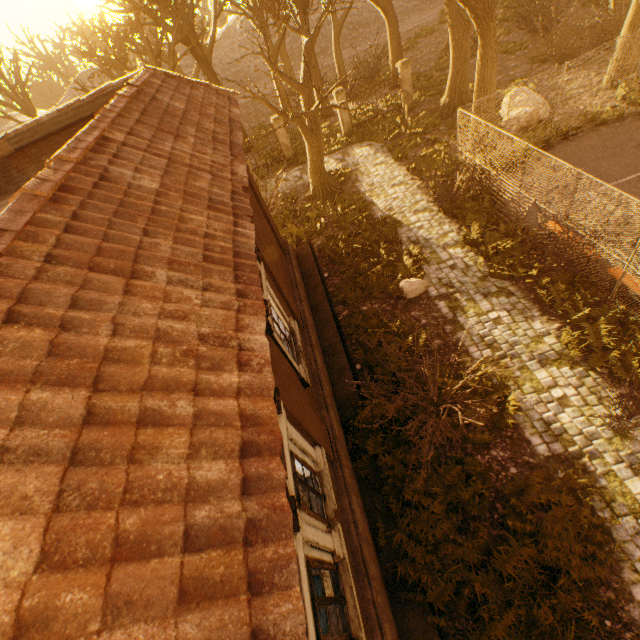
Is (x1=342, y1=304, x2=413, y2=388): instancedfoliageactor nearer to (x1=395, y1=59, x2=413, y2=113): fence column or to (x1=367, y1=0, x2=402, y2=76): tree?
(x1=367, y1=0, x2=402, y2=76): tree

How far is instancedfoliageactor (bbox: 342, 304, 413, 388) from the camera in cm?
900

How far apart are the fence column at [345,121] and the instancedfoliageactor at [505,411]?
17.9 meters

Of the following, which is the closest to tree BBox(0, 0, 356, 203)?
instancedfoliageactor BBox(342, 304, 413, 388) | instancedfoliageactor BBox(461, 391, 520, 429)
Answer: instancedfoliageactor BBox(461, 391, 520, 429)

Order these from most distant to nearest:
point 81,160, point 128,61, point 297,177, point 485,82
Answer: point 128,61 < point 297,177 < point 485,82 < point 81,160

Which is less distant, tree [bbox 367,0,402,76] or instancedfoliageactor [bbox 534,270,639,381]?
instancedfoliageactor [bbox 534,270,639,381]

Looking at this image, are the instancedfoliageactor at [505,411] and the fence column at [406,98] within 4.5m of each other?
no

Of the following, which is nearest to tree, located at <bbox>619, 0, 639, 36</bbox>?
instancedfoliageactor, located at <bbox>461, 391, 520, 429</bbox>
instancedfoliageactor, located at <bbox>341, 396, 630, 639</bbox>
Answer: instancedfoliageactor, located at <bbox>341, 396, 630, 639</bbox>
